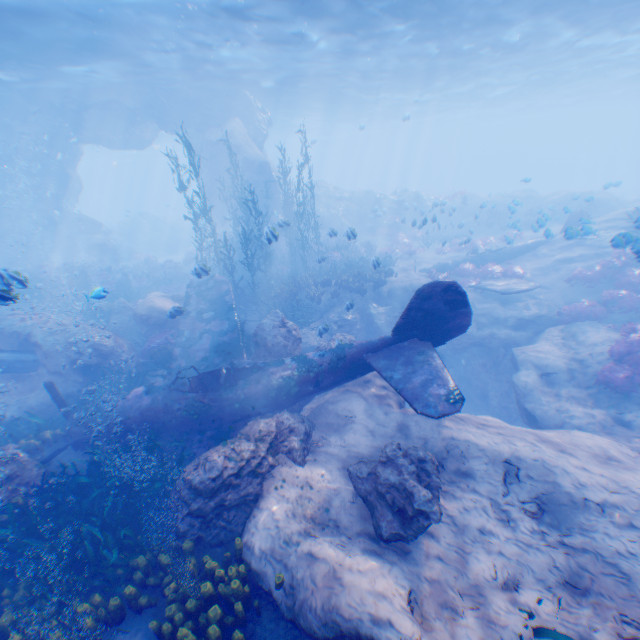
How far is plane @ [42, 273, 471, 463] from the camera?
7.2m

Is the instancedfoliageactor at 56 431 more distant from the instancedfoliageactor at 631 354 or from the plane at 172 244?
the plane at 172 244

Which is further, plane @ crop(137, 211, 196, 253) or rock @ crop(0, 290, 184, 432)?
plane @ crop(137, 211, 196, 253)

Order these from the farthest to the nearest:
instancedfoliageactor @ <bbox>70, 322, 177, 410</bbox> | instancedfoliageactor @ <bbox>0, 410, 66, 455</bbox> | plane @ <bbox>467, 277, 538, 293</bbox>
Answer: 1. plane @ <bbox>467, 277, 538, 293</bbox>
2. instancedfoliageactor @ <bbox>70, 322, 177, 410</bbox>
3. instancedfoliageactor @ <bbox>0, 410, 66, 455</bbox>

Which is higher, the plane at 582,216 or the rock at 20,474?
the plane at 582,216

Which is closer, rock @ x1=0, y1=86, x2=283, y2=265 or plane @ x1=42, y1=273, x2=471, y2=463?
plane @ x1=42, y1=273, x2=471, y2=463

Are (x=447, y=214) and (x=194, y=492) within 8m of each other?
no

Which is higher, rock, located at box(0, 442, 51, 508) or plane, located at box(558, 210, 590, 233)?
plane, located at box(558, 210, 590, 233)
